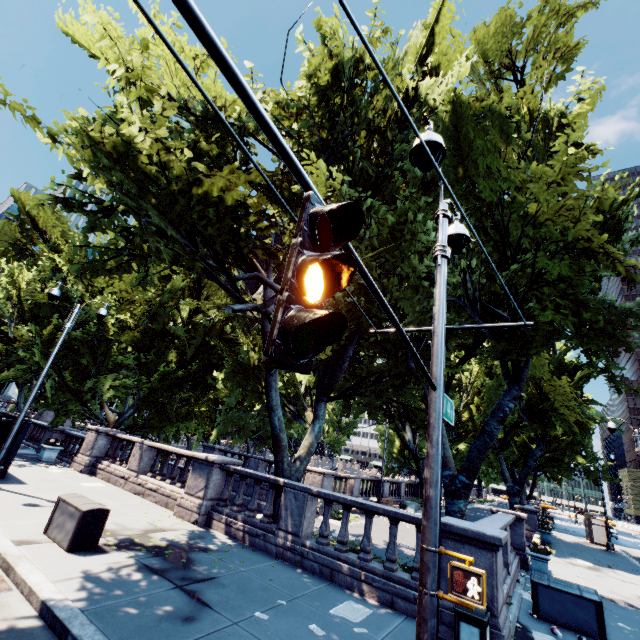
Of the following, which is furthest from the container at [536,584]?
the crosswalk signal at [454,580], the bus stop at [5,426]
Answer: the bus stop at [5,426]

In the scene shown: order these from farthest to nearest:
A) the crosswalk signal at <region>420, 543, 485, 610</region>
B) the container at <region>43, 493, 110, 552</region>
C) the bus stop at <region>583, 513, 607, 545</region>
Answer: the bus stop at <region>583, 513, 607, 545</region> < the container at <region>43, 493, 110, 552</region> < the crosswalk signal at <region>420, 543, 485, 610</region>

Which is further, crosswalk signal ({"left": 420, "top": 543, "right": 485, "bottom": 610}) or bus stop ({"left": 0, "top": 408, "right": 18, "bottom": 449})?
bus stop ({"left": 0, "top": 408, "right": 18, "bottom": 449})

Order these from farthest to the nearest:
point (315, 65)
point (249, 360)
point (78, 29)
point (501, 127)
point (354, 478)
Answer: point (354, 478), point (249, 360), point (78, 29), point (315, 65), point (501, 127)

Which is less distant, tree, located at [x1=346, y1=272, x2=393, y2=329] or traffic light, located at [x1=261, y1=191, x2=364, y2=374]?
traffic light, located at [x1=261, y1=191, x2=364, y2=374]

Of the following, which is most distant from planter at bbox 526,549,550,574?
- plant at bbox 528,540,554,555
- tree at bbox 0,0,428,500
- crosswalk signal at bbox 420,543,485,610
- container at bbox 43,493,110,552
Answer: container at bbox 43,493,110,552

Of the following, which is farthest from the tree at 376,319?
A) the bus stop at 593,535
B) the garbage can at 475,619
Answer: the bus stop at 593,535

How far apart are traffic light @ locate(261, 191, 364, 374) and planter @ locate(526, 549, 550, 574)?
17.3m
